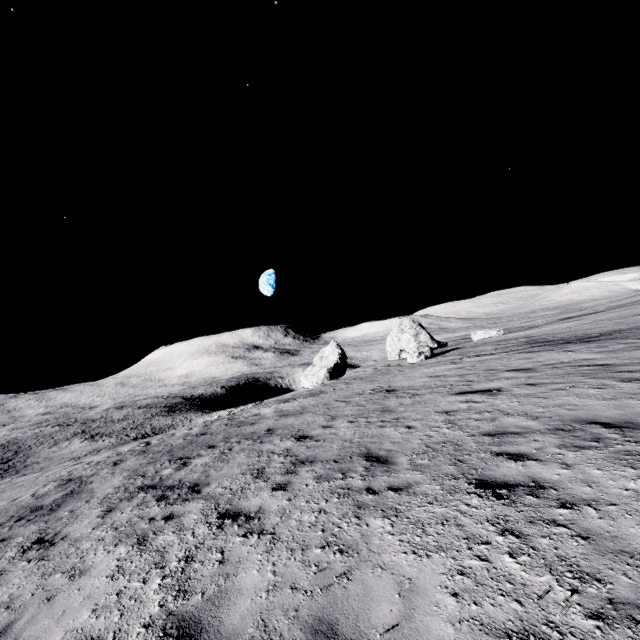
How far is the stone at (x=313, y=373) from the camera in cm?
4191

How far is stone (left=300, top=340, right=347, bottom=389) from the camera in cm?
4191

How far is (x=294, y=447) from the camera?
8.5 meters
